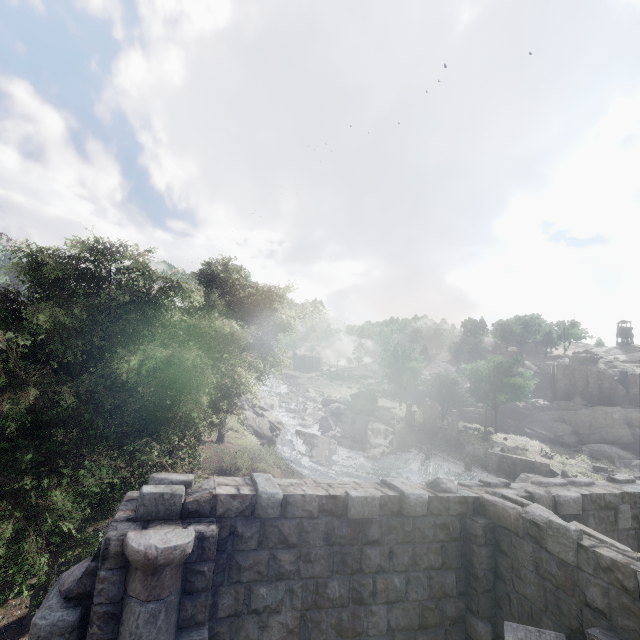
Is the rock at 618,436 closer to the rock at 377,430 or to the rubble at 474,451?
the rubble at 474,451

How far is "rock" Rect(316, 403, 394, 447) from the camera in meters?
47.6

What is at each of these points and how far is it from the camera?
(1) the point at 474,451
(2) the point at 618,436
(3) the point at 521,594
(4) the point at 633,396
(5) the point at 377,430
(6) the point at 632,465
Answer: (1) rubble, 41.2m
(2) rock, 49.4m
(3) building, 5.0m
(4) building, 54.3m
(5) rock, 48.1m
(6) wooden plank rubble, 41.5m

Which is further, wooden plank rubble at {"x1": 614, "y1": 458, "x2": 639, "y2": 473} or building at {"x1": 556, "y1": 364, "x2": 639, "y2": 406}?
building at {"x1": 556, "y1": 364, "x2": 639, "y2": 406}

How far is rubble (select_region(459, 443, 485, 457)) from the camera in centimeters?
4066cm

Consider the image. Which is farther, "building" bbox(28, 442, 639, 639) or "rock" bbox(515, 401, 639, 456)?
"rock" bbox(515, 401, 639, 456)

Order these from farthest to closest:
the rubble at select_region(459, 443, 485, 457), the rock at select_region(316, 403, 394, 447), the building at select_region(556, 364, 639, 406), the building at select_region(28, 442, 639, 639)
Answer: the building at select_region(556, 364, 639, 406) < the rock at select_region(316, 403, 394, 447) < the rubble at select_region(459, 443, 485, 457) < the building at select_region(28, 442, 639, 639)

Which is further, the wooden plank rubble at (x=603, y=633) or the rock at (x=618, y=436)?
the rock at (x=618, y=436)
